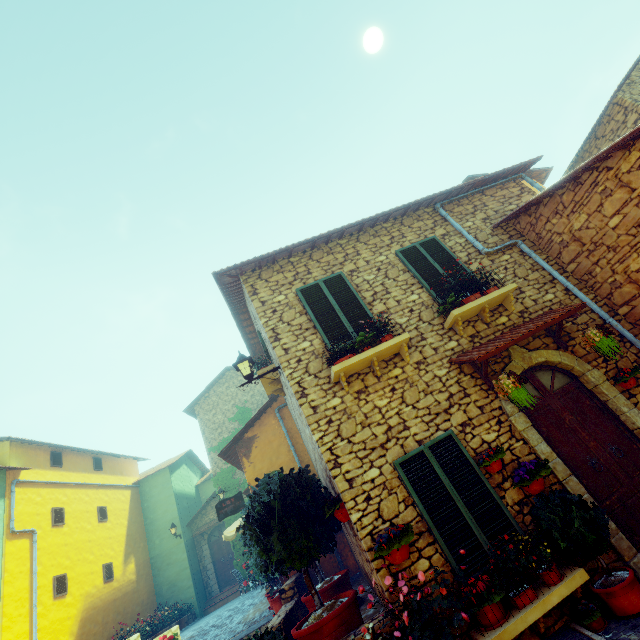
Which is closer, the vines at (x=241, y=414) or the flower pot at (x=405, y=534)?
the flower pot at (x=405, y=534)

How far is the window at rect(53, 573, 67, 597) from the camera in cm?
1195

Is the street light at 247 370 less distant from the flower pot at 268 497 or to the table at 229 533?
the flower pot at 268 497

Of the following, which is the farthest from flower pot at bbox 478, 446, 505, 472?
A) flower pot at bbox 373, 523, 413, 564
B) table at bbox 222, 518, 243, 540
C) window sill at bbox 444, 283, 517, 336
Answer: table at bbox 222, 518, 243, 540

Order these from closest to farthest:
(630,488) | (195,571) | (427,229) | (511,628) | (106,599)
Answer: (511,628), (630,488), (427,229), (106,599), (195,571)

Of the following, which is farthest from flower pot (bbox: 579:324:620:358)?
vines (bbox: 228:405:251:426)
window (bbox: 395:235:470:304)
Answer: vines (bbox: 228:405:251:426)

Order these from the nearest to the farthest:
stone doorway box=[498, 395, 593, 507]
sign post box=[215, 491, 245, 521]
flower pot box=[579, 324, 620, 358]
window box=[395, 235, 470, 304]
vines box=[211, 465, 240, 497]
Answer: stone doorway box=[498, 395, 593, 507] → flower pot box=[579, 324, 620, 358] → window box=[395, 235, 470, 304] → sign post box=[215, 491, 245, 521] → vines box=[211, 465, 240, 497]

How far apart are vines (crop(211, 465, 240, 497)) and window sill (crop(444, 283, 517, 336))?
14.8m
